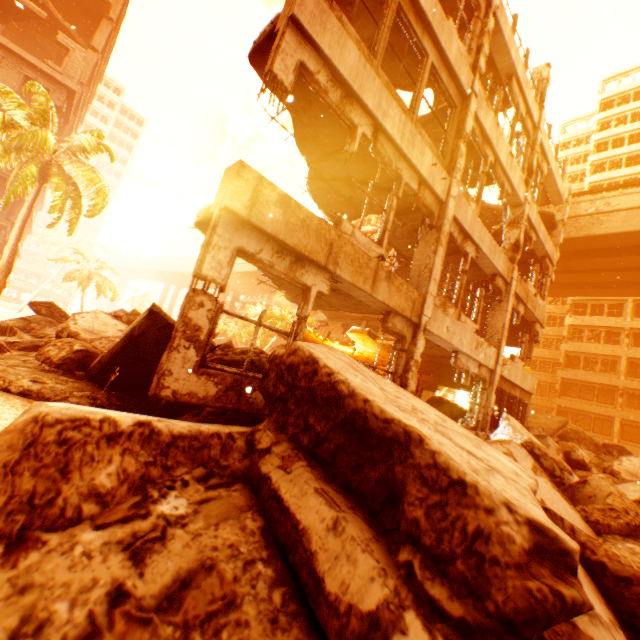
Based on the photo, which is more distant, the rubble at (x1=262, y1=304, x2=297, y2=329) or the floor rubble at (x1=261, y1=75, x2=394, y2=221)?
the rubble at (x1=262, y1=304, x2=297, y2=329)

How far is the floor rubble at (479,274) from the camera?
10.92m

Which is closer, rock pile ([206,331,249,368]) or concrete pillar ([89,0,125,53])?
rock pile ([206,331,249,368])

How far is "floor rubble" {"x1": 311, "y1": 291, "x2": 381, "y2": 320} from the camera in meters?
7.8 m

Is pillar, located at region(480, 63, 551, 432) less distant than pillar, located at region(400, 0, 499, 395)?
No

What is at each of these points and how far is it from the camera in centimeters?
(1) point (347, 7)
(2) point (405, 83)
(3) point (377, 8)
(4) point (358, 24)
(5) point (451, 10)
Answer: (1) floor rubble, 704cm
(2) floor rubble, 840cm
(3) floor rubble, 690cm
(4) floor rubble, 729cm
(5) floor rubble, 916cm

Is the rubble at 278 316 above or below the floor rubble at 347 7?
below

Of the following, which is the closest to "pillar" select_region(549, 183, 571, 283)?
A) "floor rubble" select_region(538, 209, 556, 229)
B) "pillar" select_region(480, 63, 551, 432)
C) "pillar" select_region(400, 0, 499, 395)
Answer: "floor rubble" select_region(538, 209, 556, 229)
